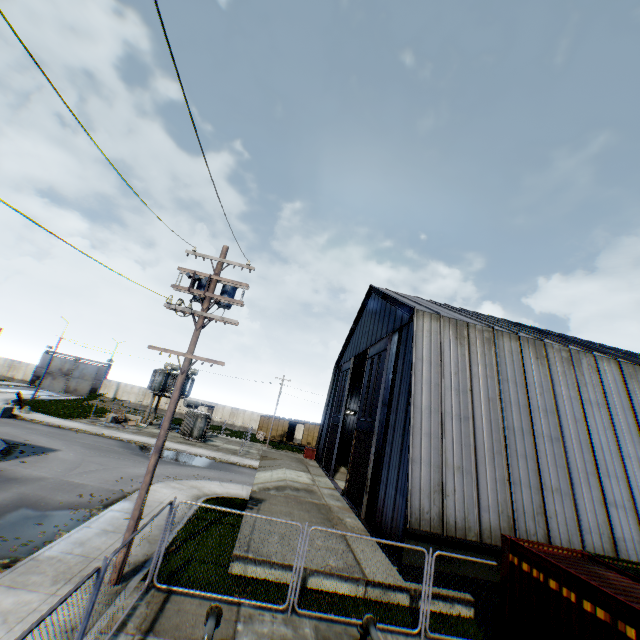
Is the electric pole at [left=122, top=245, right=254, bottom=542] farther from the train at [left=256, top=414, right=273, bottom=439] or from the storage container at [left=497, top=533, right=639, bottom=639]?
the train at [left=256, top=414, right=273, bottom=439]

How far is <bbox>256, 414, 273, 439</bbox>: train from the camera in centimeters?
5006cm

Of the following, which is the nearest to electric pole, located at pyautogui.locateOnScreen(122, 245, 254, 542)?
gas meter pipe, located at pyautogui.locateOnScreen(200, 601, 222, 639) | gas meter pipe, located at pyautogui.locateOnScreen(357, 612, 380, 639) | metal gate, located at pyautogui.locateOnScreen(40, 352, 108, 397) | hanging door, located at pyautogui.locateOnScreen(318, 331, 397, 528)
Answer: gas meter pipe, located at pyautogui.locateOnScreen(200, 601, 222, 639)

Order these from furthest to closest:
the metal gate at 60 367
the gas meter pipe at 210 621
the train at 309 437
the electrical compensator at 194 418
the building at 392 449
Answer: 1. the metal gate at 60 367
2. the train at 309 437
3. the electrical compensator at 194 418
4. the building at 392 449
5. the gas meter pipe at 210 621

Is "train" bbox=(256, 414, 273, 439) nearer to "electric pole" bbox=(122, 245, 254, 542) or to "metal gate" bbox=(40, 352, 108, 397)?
"metal gate" bbox=(40, 352, 108, 397)

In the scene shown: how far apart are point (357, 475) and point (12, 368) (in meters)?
63.27

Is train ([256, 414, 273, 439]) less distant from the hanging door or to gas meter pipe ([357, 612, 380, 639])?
the hanging door

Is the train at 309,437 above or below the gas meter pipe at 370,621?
above
